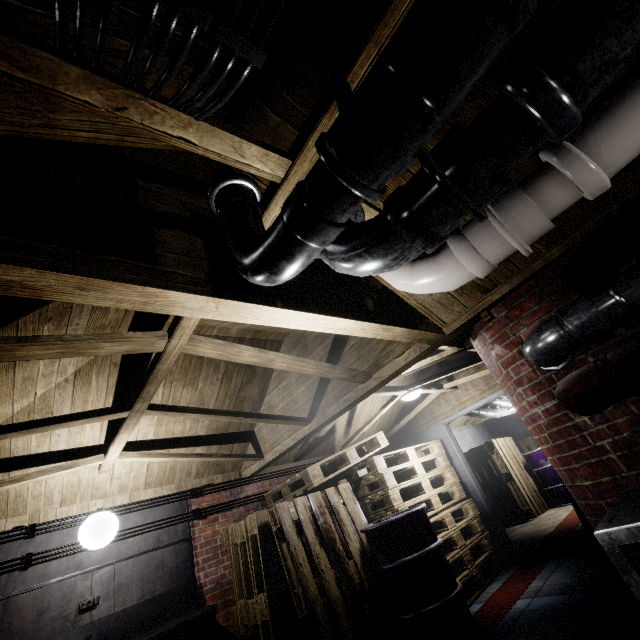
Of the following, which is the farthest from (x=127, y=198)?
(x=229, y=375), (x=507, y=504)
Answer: (x=507, y=504)

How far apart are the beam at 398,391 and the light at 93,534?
3.8 meters

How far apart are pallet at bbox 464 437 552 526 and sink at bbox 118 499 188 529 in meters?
5.9 m

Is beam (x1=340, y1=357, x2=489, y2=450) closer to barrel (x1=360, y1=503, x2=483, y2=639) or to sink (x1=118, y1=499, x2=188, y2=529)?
barrel (x1=360, y1=503, x2=483, y2=639)

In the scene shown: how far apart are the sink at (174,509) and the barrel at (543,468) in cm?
651

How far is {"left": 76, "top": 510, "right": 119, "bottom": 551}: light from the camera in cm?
291

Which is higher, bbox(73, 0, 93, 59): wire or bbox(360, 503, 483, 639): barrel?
bbox(73, 0, 93, 59): wire

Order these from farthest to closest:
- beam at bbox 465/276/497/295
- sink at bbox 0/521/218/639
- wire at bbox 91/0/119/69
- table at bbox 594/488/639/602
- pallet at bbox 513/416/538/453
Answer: pallet at bbox 513/416/538/453
sink at bbox 0/521/218/639
beam at bbox 465/276/497/295
table at bbox 594/488/639/602
wire at bbox 91/0/119/69
